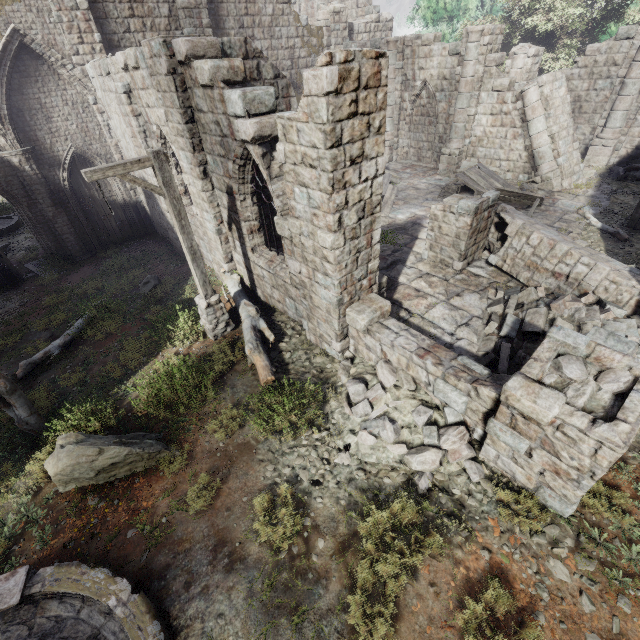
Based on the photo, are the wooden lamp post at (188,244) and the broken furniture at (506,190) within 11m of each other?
no

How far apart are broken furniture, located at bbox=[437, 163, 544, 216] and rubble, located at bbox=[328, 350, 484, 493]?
10.10m

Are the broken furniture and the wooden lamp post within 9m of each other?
no

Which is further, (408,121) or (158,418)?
(408,121)

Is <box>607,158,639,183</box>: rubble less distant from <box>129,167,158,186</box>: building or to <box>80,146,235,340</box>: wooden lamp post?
<box>129,167,158,186</box>: building

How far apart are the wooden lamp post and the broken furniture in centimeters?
1192cm

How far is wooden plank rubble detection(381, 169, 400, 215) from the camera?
14.1 meters

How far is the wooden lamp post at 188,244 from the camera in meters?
6.1
